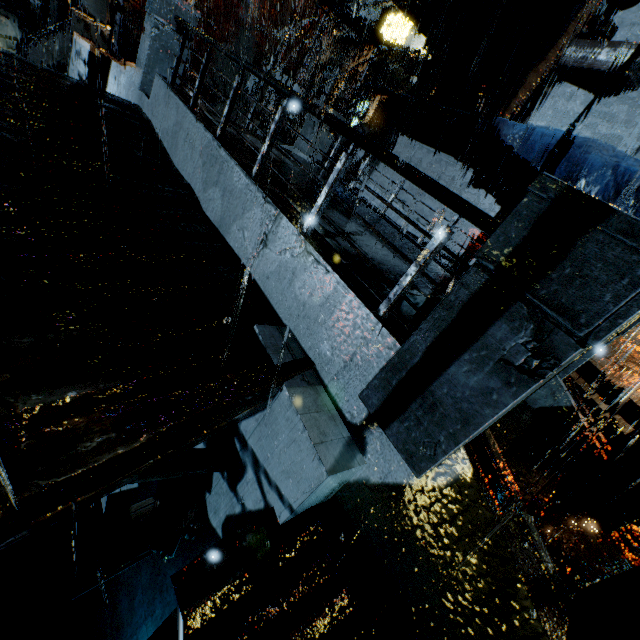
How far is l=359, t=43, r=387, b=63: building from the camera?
22.45m

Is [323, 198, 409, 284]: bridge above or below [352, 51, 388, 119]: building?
below

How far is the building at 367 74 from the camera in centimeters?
1474cm

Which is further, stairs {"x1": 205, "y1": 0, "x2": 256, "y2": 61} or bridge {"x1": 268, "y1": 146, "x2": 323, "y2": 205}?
stairs {"x1": 205, "y1": 0, "x2": 256, "y2": 61}

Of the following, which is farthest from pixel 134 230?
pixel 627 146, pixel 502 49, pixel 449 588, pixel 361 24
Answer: pixel 361 24

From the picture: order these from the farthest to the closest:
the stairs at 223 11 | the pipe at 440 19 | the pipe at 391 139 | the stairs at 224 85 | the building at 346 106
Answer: the stairs at 223 11 → the stairs at 224 85 → the building at 346 106 → the pipe at 391 139 → the pipe at 440 19

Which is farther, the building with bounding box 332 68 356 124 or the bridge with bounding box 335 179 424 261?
the building with bounding box 332 68 356 124

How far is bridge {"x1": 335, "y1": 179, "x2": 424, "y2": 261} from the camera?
6.89m
